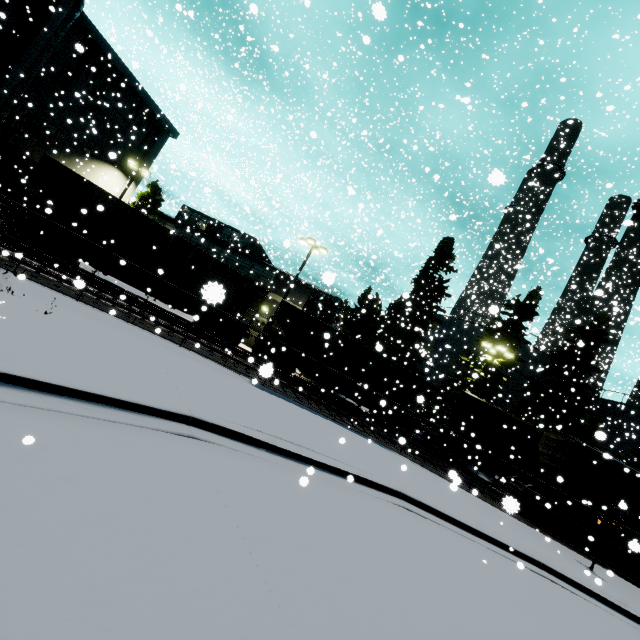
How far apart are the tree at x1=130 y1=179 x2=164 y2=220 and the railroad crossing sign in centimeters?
3762cm

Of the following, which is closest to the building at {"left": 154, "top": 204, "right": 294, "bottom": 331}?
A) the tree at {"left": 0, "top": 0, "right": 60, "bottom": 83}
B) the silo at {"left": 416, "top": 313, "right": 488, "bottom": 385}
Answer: the tree at {"left": 0, "top": 0, "right": 60, "bottom": 83}

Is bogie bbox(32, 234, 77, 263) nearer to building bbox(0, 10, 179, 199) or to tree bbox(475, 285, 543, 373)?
building bbox(0, 10, 179, 199)

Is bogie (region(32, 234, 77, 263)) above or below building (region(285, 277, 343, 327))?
below

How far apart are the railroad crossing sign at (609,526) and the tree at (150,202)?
37.6m

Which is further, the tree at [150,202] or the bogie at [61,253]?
the tree at [150,202]

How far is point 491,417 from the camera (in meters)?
21.42

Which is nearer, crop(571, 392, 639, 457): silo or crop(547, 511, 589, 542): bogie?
crop(547, 511, 589, 542): bogie
